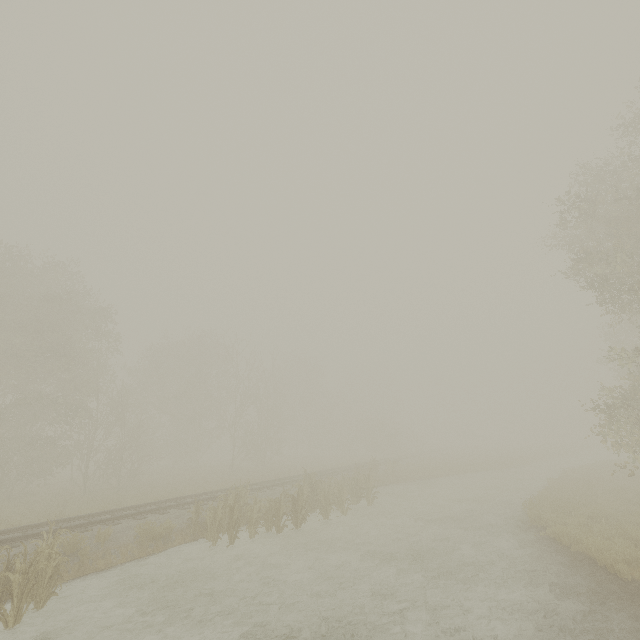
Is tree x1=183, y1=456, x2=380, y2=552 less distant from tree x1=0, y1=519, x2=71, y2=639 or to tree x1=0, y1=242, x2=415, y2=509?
tree x1=0, y1=519, x2=71, y2=639

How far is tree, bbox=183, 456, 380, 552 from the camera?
11.9 meters

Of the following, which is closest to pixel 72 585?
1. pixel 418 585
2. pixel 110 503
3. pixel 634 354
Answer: pixel 418 585

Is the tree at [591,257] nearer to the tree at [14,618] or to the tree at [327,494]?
the tree at [327,494]

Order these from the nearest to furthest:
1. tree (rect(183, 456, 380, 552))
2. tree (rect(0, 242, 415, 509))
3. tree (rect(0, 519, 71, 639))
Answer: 1. tree (rect(0, 519, 71, 639))
2. tree (rect(183, 456, 380, 552))
3. tree (rect(0, 242, 415, 509))

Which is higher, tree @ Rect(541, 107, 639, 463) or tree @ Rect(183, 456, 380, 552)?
tree @ Rect(541, 107, 639, 463)
